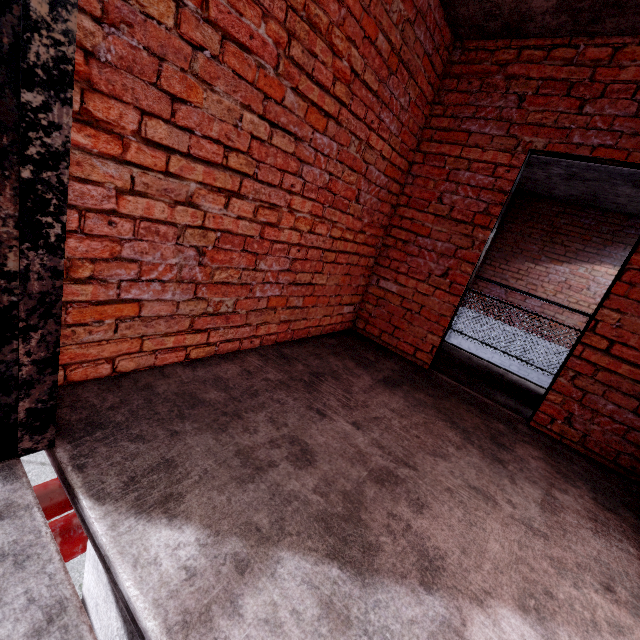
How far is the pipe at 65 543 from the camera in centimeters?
146cm

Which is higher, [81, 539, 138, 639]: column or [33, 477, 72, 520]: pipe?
[81, 539, 138, 639]: column

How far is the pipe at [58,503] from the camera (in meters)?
1.68

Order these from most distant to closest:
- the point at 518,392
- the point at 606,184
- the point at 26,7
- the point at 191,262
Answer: the point at 606,184, the point at 518,392, the point at 191,262, the point at 26,7

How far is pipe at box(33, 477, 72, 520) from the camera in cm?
168

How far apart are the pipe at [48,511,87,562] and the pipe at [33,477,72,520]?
0.14m

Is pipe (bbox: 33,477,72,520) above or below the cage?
below

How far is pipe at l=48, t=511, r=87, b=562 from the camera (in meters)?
1.46
